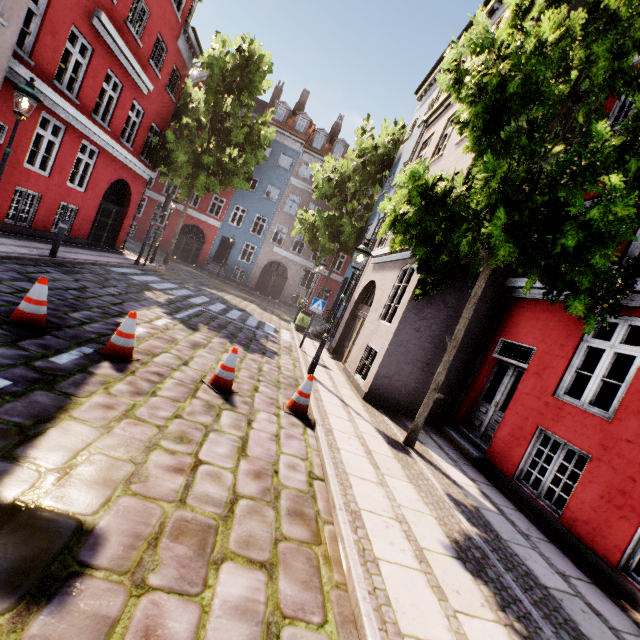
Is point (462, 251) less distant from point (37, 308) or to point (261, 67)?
point (37, 308)

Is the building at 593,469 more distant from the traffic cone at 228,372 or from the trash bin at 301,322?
the traffic cone at 228,372

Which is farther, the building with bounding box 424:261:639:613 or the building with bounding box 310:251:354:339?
the building with bounding box 310:251:354:339

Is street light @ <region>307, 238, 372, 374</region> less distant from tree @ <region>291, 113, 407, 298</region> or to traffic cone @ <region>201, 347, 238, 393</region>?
traffic cone @ <region>201, 347, 238, 393</region>

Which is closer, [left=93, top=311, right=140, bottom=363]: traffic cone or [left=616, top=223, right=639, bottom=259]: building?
[left=93, top=311, right=140, bottom=363]: traffic cone

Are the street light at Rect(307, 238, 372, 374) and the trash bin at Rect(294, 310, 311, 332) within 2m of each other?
no

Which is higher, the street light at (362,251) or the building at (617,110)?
the building at (617,110)

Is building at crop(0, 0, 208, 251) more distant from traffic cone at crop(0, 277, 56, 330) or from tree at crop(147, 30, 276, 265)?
traffic cone at crop(0, 277, 56, 330)
